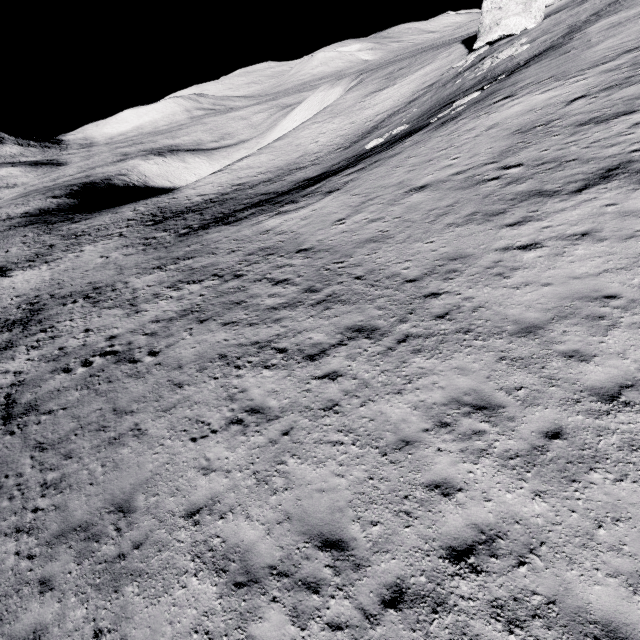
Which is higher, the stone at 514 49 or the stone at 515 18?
the stone at 515 18

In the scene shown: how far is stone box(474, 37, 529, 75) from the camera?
29.2m

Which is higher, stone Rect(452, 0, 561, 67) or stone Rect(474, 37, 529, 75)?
stone Rect(452, 0, 561, 67)

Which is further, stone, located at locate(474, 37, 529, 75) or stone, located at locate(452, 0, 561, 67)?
stone, located at locate(452, 0, 561, 67)

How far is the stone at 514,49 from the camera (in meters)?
29.17

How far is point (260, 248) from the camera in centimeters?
1966cm
